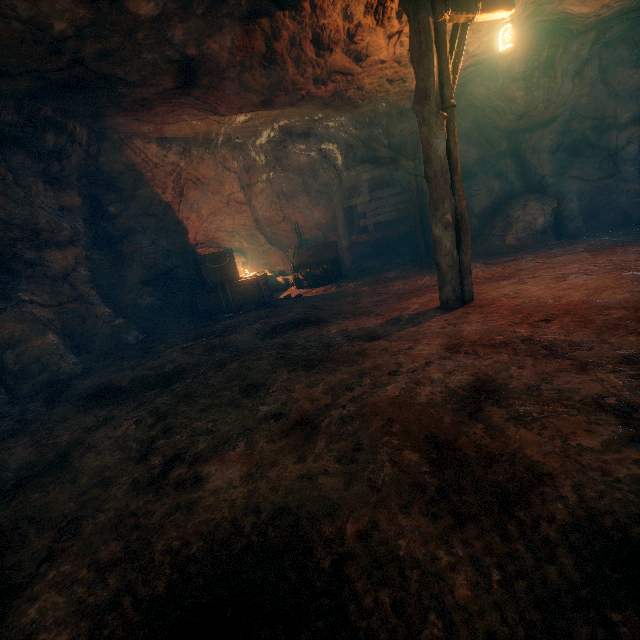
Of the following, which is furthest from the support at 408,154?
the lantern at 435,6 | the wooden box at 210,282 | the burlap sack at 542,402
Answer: the lantern at 435,6

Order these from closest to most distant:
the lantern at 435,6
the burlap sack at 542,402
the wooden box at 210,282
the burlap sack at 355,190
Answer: the burlap sack at 542,402
the lantern at 435,6
the wooden box at 210,282
the burlap sack at 355,190

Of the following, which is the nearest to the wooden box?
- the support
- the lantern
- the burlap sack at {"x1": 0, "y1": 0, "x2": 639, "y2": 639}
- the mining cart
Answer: the burlap sack at {"x1": 0, "y1": 0, "x2": 639, "y2": 639}

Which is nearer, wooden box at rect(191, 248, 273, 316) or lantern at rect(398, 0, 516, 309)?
lantern at rect(398, 0, 516, 309)

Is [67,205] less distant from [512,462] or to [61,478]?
[61,478]

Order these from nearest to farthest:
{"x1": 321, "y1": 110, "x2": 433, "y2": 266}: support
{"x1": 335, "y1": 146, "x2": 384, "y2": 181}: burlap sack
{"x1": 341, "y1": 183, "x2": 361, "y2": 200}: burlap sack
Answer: {"x1": 321, "y1": 110, "x2": 433, "y2": 266}: support < {"x1": 335, "y1": 146, "x2": 384, "y2": 181}: burlap sack < {"x1": 341, "y1": 183, "x2": 361, "y2": 200}: burlap sack

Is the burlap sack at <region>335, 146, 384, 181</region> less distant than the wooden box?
No
